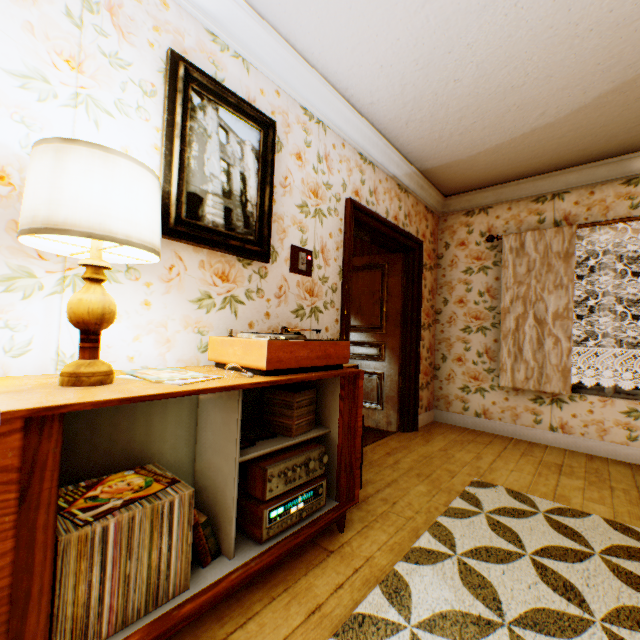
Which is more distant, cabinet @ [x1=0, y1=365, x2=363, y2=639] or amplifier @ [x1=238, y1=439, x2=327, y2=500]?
amplifier @ [x1=238, y1=439, x2=327, y2=500]

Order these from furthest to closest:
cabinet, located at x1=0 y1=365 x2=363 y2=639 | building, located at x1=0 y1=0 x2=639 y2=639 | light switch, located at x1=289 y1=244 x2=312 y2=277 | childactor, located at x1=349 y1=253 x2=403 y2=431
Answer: childactor, located at x1=349 y1=253 x2=403 y2=431, light switch, located at x1=289 y1=244 x2=312 y2=277, building, located at x1=0 y1=0 x2=639 y2=639, cabinet, located at x1=0 y1=365 x2=363 y2=639

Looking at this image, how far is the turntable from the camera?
1.5 meters

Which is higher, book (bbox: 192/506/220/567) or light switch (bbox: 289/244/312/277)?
light switch (bbox: 289/244/312/277)

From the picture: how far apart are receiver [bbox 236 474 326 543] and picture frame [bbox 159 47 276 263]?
1.32m

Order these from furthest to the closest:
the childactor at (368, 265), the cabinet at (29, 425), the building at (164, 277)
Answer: the childactor at (368, 265), the building at (164, 277), the cabinet at (29, 425)

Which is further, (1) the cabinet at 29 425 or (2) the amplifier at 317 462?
(2) the amplifier at 317 462

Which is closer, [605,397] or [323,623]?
[323,623]
